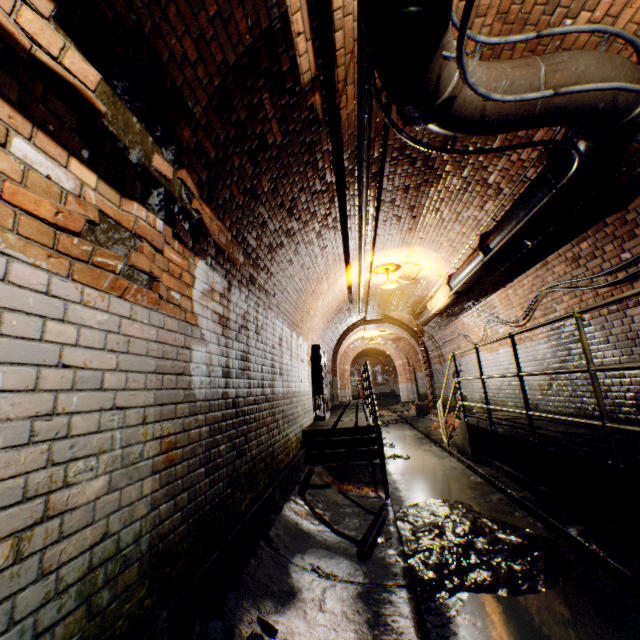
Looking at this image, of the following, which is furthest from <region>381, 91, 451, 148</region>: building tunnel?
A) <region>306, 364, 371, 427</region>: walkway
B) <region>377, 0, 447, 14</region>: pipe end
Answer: <region>377, 0, 447, 14</region>: pipe end

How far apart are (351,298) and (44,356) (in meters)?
9.88

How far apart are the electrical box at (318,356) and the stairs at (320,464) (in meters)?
1.40

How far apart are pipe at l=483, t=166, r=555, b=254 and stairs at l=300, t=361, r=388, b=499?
2.91m

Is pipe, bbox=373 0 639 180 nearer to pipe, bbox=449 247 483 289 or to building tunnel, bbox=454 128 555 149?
building tunnel, bbox=454 128 555 149

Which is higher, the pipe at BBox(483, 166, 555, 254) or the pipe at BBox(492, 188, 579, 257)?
the pipe at BBox(483, 166, 555, 254)

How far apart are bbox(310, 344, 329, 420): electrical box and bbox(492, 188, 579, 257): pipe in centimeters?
456cm

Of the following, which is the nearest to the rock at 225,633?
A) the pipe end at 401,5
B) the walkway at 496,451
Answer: the walkway at 496,451
